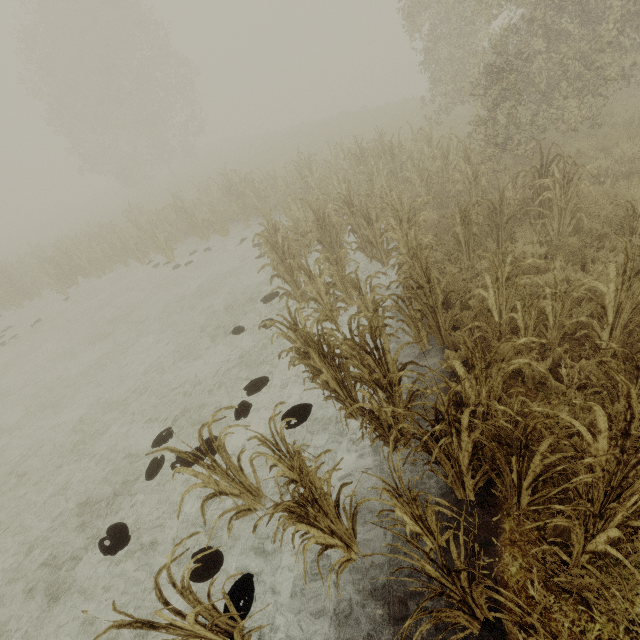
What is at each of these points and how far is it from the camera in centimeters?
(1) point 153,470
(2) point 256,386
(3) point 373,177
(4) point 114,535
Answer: (1) tree, 525cm
(2) tree, 593cm
(3) tree, 860cm
(4) tree, 459cm

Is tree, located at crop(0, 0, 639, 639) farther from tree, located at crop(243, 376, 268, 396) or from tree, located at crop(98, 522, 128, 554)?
tree, located at crop(98, 522, 128, 554)

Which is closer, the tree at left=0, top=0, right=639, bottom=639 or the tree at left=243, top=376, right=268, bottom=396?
the tree at left=0, top=0, right=639, bottom=639

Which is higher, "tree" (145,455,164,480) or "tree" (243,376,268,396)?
"tree" (243,376,268,396)

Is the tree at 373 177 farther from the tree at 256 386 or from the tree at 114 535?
the tree at 114 535

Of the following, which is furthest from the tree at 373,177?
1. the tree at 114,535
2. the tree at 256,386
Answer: the tree at 114,535

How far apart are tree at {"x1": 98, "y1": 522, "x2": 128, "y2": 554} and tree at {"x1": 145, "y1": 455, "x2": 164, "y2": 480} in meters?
0.6 m

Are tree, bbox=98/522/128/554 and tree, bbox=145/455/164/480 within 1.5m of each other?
yes
